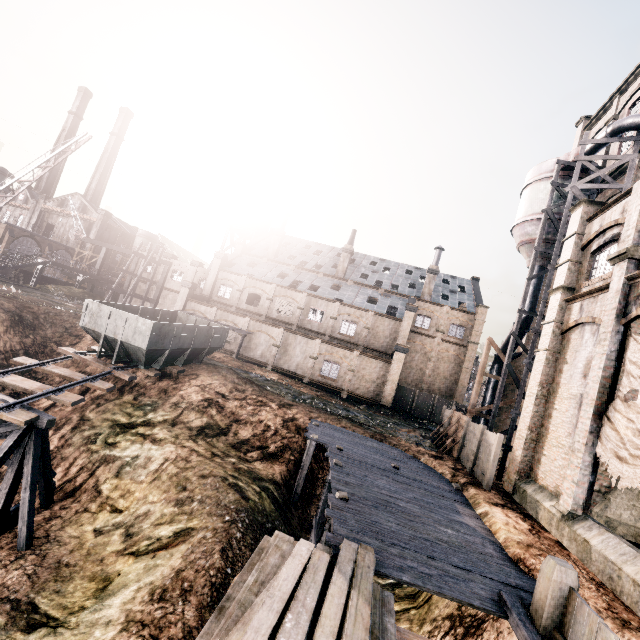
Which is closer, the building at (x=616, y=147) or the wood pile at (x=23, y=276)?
the building at (x=616, y=147)

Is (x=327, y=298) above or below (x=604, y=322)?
above

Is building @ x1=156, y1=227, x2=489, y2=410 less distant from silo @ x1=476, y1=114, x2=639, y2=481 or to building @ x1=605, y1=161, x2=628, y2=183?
silo @ x1=476, y1=114, x2=639, y2=481

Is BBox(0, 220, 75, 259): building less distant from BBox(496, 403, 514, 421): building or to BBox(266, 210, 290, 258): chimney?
BBox(266, 210, 290, 258): chimney

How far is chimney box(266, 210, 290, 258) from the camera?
49.3 meters

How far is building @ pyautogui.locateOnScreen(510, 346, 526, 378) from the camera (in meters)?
28.98

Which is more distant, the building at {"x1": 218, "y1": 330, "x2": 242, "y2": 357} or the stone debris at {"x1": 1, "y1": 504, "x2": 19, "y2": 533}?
the building at {"x1": 218, "y1": 330, "x2": 242, "y2": 357}

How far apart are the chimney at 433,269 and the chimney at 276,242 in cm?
2198
